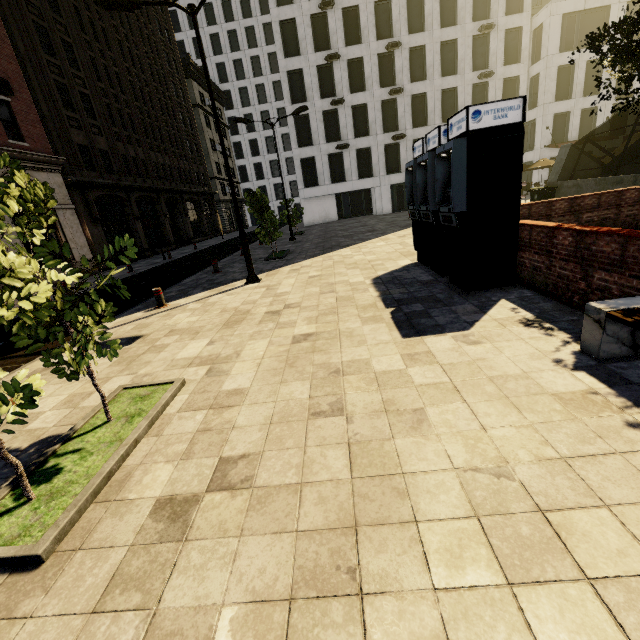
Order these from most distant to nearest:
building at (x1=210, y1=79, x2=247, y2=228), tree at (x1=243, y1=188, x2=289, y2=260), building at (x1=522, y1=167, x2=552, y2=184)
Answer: building at (x1=210, y1=79, x2=247, y2=228)
building at (x1=522, y1=167, x2=552, y2=184)
tree at (x1=243, y1=188, x2=289, y2=260)

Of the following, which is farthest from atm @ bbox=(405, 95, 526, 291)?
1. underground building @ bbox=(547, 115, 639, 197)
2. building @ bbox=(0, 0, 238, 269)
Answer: → building @ bbox=(0, 0, 238, 269)

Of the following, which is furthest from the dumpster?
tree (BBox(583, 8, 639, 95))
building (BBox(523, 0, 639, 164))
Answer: building (BBox(523, 0, 639, 164))

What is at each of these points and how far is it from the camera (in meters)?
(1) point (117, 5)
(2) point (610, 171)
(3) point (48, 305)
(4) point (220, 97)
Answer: (1) street light, 8.35
(2) underground building, 18.27
(3) tree, 2.99
(4) building, 52.66

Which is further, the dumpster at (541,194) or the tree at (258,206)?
the dumpster at (541,194)

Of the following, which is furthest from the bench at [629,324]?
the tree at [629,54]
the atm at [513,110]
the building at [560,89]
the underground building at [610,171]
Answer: the building at [560,89]

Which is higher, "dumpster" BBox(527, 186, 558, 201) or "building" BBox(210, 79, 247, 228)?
"building" BBox(210, 79, 247, 228)

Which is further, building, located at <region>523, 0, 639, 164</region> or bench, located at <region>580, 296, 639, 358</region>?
building, located at <region>523, 0, 639, 164</region>
